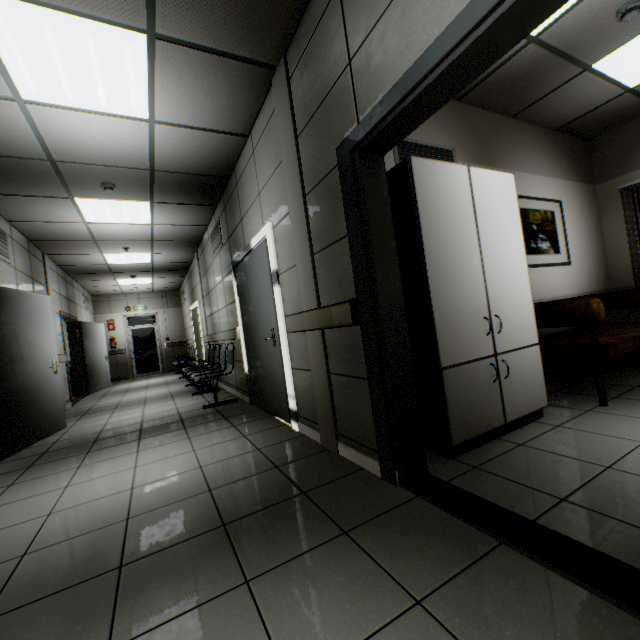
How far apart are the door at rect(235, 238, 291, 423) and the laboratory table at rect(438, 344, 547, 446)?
1.77m

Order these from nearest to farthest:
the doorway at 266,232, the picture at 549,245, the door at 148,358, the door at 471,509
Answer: the door at 471,509 → the doorway at 266,232 → the picture at 549,245 → the door at 148,358

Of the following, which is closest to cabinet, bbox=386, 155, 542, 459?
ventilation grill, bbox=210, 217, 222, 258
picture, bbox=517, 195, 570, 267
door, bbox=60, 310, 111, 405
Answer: picture, bbox=517, 195, 570, 267

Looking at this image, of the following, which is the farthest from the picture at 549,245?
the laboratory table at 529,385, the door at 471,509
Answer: the door at 471,509

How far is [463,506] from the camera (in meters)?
1.64

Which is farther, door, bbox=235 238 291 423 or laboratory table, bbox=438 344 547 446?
door, bbox=235 238 291 423

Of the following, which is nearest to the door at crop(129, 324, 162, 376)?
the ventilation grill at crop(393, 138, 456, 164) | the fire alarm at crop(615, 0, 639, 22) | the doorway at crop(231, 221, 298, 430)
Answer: the doorway at crop(231, 221, 298, 430)

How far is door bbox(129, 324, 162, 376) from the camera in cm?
1259
